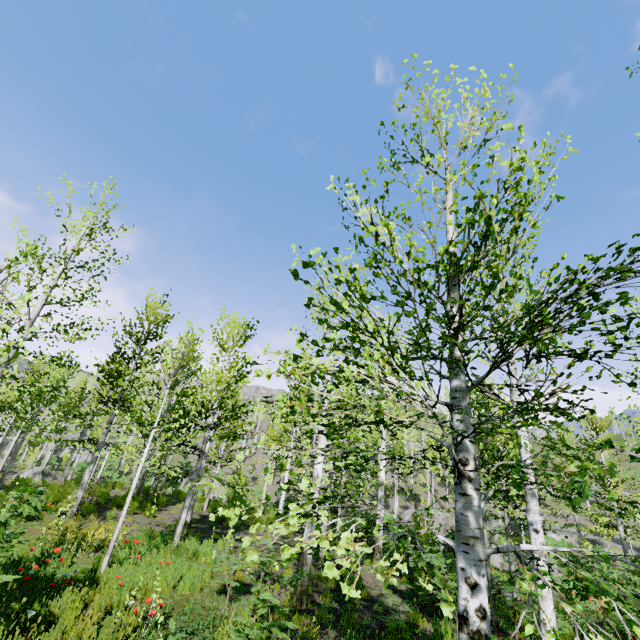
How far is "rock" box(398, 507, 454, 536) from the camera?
19.56m

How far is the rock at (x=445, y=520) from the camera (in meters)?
19.56

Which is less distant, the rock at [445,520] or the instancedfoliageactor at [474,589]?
the instancedfoliageactor at [474,589]

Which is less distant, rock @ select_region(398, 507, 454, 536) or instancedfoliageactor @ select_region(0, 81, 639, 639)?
instancedfoliageactor @ select_region(0, 81, 639, 639)

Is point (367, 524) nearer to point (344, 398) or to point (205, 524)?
point (205, 524)
